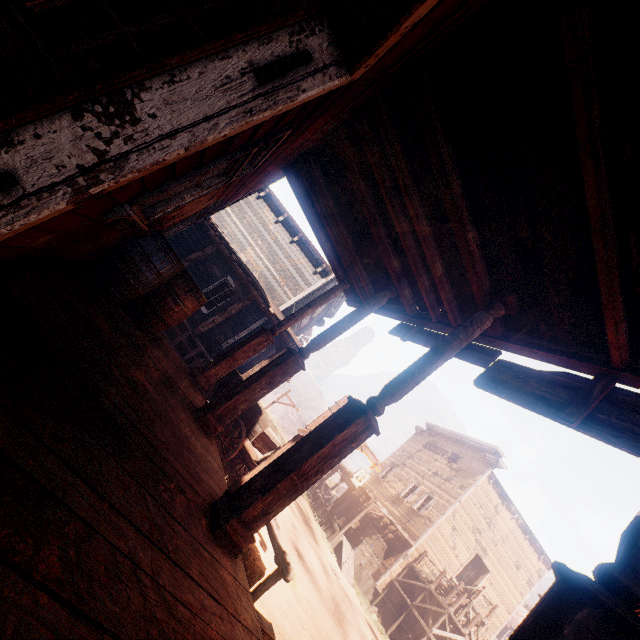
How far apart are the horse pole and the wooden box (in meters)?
16.77

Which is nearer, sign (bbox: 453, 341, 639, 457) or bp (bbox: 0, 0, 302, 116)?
bp (bbox: 0, 0, 302, 116)

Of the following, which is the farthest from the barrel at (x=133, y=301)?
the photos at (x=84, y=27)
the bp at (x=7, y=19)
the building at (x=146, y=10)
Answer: the photos at (x=84, y=27)

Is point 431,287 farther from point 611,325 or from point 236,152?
point 236,152

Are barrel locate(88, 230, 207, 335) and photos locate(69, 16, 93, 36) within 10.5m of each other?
yes

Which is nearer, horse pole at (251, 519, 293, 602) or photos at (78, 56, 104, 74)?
horse pole at (251, 519, 293, 602)

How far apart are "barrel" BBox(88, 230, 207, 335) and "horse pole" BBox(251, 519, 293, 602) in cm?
329

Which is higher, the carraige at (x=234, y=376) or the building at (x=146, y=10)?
the building at (x=146, y=10)
